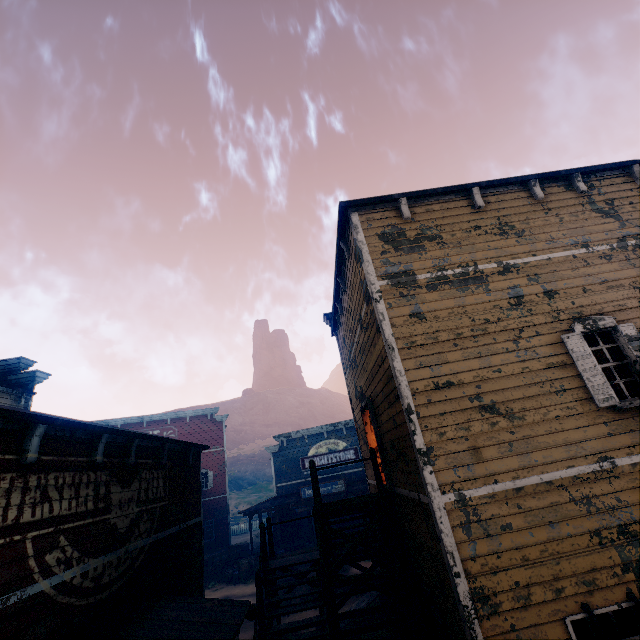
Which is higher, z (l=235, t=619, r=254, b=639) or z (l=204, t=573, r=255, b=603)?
z (l=204, t=573, r=255, b=603)

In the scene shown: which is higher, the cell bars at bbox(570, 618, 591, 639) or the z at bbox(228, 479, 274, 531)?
the z at bbox(228, 479, 274, 531)

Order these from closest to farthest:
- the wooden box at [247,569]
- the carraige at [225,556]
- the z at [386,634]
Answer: the z at [386,634], the wooden box at [247,569], the carraige at [225,556]

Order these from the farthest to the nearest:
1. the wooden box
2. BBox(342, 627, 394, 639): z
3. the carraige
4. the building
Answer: the carraige
the wooden box
BBox(342, 627, 394, 639): z
the building

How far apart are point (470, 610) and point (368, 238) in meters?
6.6

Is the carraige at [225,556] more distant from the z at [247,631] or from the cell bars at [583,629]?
the cell bars at [583,629]

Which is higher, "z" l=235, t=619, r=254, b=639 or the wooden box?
the wooden box

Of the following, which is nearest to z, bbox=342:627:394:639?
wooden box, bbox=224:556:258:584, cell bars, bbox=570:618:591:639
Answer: wooden box, bbox=224:556:258:584
